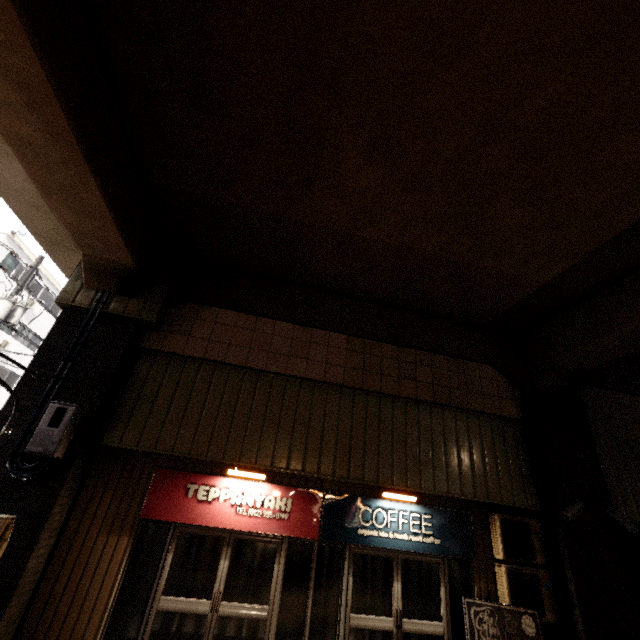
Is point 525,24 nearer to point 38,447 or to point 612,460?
point 38,447

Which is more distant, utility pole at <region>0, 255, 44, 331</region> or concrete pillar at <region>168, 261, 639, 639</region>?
utility pole at <region>0, 255, 44, 331</region>

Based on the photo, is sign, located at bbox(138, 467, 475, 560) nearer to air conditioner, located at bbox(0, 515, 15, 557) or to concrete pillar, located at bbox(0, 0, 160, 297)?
concrete pillar, located at bbox(0, 0, 160, 297)

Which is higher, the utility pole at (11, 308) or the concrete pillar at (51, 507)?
the utility pole at (11, 308)

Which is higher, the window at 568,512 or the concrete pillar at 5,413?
the concrete pillar at 5,413

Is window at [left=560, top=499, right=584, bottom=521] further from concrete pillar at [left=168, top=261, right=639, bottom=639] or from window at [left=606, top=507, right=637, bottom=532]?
window at [left=606, top=507, right=637, bottom=532]

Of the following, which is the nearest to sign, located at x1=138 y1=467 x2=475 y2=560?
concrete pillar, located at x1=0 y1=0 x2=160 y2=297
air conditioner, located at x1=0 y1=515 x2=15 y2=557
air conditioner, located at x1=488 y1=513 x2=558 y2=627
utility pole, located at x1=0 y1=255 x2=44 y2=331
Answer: air conditioner, located at x1=488 y1=513 x2=558 y2=627

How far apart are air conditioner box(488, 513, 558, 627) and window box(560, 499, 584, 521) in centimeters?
52cm
